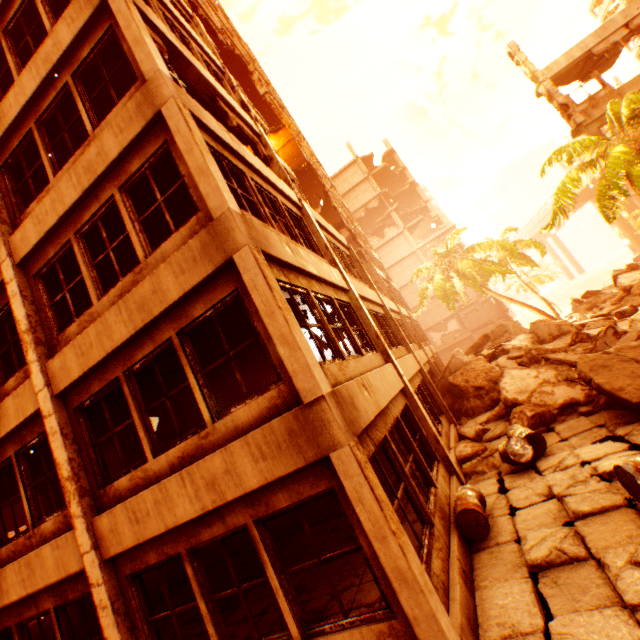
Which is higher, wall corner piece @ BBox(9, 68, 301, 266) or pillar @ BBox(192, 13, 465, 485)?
pillar @ BBox(192, 13, 465, 485)

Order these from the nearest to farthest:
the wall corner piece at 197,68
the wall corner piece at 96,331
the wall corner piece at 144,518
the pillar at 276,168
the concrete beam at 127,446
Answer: the wall corner piece at 144,518
the wall corner piece at 96,331
the wall corner piece at 197,68
the pillar at 276,168
the concrete beam at 127,446

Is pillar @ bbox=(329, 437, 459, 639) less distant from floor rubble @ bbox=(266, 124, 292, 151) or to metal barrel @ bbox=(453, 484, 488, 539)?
floor rubble @ bbox=(266, 124, 292, 151)

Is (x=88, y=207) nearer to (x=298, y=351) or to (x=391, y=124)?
(x=298, y=351)

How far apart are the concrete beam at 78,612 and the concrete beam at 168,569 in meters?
4.6

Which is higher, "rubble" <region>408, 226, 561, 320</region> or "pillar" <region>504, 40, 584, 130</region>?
"pillar" <region>504, 40, 584, 130</region>

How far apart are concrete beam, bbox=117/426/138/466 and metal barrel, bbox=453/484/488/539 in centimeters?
1043cm

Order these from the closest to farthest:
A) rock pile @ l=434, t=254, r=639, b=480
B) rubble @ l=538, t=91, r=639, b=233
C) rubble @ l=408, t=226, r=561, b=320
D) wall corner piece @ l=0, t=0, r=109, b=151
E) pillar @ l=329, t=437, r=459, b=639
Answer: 1. pillar @ l=329, t=437, r=459, b=639
2. wall corner piece @ l=0, t=0, r=109, b=151
3. rock pile @ l=434, t=254, r=639, b=480
4. rubble @ l=538, t=91, r=639, b=233
5. rubble @ l=408, t=226, r=561, b=320
